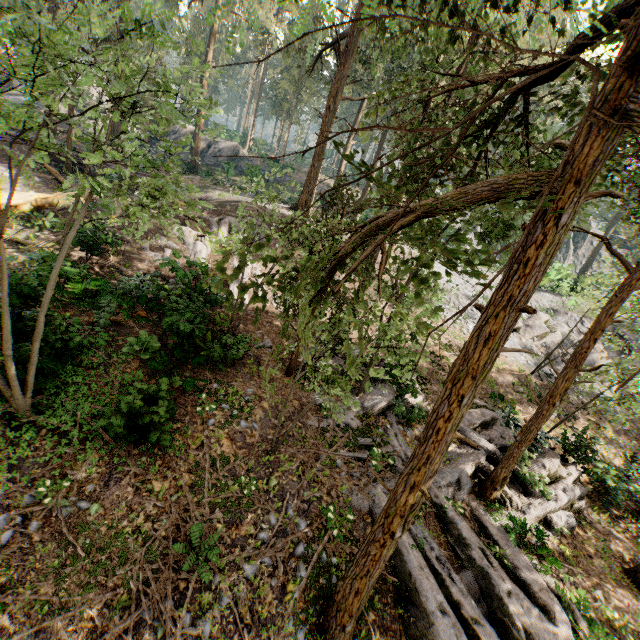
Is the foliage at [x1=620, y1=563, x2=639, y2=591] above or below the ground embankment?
below

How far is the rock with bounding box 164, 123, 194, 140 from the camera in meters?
40.0

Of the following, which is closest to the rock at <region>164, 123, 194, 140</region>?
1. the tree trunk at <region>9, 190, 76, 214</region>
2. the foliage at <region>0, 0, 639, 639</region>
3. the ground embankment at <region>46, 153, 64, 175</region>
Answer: the foliage at <region>0, 0, 639, 639</region>

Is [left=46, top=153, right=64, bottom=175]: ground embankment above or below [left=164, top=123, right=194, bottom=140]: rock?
below

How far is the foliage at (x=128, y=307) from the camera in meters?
10.5 m

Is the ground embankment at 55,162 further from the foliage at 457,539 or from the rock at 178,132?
the rock at 178,132

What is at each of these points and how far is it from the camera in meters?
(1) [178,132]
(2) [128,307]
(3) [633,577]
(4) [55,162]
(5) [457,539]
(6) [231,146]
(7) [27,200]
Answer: (1) rock, 40.1 m
(2) foliage, 11.6 m
(3) foliage, 10.2 m
(4) ground embankment, 22.6 m
(5) foliage, 9.1 m
(6) rock, 40.8 m
(7) tree trunk, 15.2 m

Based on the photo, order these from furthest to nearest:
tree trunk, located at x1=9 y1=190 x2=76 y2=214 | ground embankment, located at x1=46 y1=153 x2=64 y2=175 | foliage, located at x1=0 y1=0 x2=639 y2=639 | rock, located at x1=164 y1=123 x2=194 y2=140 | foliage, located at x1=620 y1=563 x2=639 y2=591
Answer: rock, located at x1=164 y1=123 x2=194 y2=140, ground embankment, located at x1=46 y1=153 x2=64 y2=175, tree trunk, located at x1=9 y1=190 x2=76 y2=214, foliage, located at x1=620 y1=563 x2=639 y2=591, foliage, located at x1=0 y1=0 x2=639 y2=639
